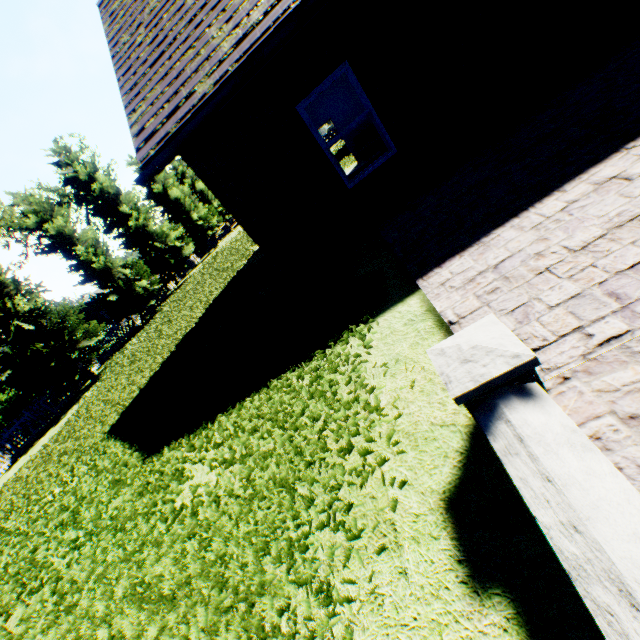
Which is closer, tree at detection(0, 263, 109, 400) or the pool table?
the pool table

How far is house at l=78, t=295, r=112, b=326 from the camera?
50.9 meters

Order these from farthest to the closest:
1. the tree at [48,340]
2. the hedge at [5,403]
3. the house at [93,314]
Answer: the house at [93,314], the hedge at [5,403], the tree at [48,340]

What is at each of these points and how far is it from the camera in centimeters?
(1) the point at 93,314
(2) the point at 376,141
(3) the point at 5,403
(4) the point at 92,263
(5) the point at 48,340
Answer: (1) house, 5172cm
(2) pool table, 972cm
(3) hedge, 1964cm
(4) tree, 2106cm
(5) tree, 1562cm

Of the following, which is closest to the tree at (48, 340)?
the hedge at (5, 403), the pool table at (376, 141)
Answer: the hedge at (5, 403)

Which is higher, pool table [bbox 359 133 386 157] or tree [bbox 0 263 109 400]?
tree [bbox 0 263 109 400]

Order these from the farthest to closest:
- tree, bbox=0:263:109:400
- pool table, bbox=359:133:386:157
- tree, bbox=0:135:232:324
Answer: tree, bbox=0:135:232:324 < tree, bbox=0:263:109:400 < pool table, bbox=359:133:386:157

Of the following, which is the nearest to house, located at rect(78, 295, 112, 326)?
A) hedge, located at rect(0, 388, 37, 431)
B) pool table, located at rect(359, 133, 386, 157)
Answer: hedge, located at rect(0, 388, 37, 431)
